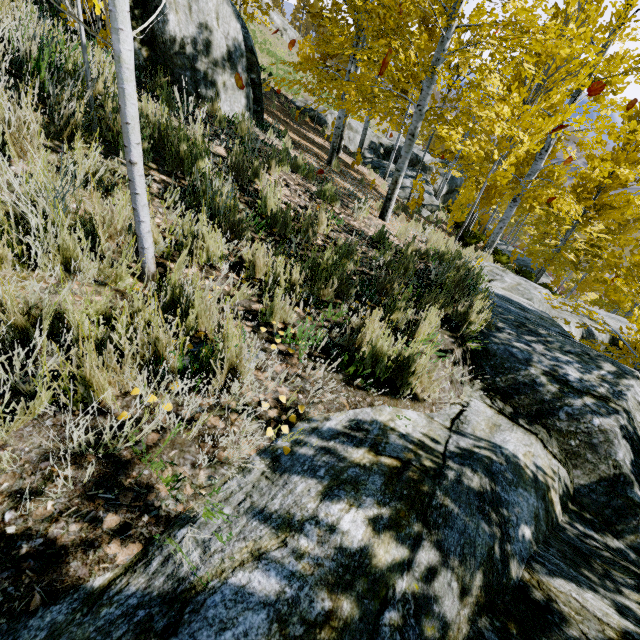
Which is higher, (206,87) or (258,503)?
(206,87)

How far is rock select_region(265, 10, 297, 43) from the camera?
49.8m

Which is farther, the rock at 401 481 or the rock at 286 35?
the rock at 286 35

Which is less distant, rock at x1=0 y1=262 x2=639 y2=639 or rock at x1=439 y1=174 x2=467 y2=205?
rock at x1=0 y1=262 x2=639 y2=639

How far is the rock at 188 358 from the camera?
1.84m

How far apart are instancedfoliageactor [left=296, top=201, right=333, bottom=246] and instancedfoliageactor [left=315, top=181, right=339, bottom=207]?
1.1m

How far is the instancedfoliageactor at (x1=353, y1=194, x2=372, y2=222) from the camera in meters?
5.5

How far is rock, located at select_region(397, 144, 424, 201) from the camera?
15.5m
